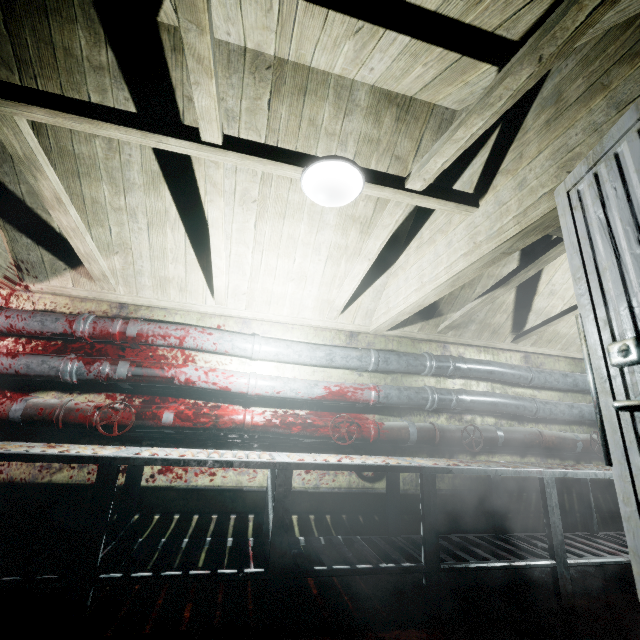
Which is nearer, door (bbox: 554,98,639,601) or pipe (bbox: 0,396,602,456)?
door (bbox: 554,98,639,601)

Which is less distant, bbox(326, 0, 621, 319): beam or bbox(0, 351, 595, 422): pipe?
bbox(326, 0, 621, 319): beam

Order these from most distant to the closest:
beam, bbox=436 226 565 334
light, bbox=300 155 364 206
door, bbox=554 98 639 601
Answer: beam, bbox=436 226 565 334 < light, bbox=300 155 364 206 < door, bbox=554 98 639 601

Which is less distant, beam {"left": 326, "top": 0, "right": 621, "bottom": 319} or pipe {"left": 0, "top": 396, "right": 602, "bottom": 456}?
beam {"left": 326, "top": 0, "right": 621, "bottom": 319}

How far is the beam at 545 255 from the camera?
2.2 meters

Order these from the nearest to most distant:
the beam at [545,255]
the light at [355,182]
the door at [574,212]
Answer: the door at [574,212] < the light at [355,182] < the beam at [545,255]

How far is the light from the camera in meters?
1.5

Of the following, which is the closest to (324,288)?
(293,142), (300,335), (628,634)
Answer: (300,335)
